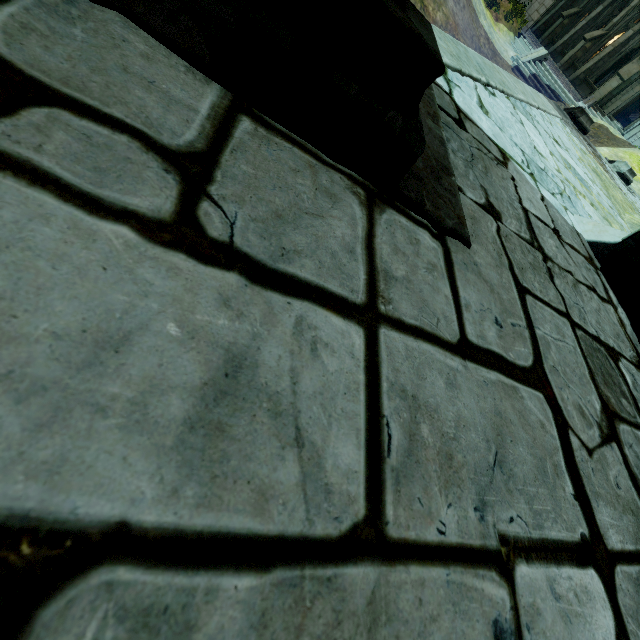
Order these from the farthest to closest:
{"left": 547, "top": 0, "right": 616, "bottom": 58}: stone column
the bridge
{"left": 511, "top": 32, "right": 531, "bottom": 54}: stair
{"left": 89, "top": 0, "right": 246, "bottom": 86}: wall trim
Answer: {"left": 547, "top": 0, "right": 616, "bottom": 58}: stone column < {"left": 511, "top": 32, "right": 531, "bottom": 54}: stair < the bridge < {"left": 89, "top": 0, "right": 246, "bottom": 86}: wall trim

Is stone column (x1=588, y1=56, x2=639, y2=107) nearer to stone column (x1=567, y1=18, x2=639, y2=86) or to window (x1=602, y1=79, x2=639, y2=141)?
window (x1=602, y1=79, x2=639, y2=141)

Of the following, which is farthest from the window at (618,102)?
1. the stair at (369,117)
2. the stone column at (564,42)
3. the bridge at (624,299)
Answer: the stair at (369,117)

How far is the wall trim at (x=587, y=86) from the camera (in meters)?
22.58

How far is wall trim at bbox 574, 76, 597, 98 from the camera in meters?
22.6 m

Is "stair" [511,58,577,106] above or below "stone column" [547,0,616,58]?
below

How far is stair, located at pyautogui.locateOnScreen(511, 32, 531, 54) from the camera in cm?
1858

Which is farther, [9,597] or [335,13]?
[335,13]
